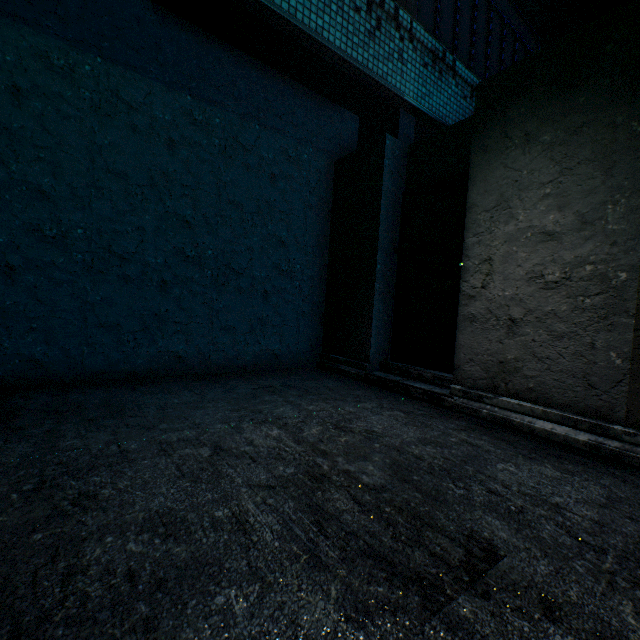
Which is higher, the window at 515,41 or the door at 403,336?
the window at 515,41

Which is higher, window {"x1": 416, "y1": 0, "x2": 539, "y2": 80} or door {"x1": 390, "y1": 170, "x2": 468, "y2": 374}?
window {"x1": 416, "y1": 0, "x2": 539, "y2": 80}

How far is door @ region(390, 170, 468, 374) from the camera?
3.5m

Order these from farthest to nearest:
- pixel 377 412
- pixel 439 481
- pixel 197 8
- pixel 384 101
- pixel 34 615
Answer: pixel 384 101 < pixel 197 8 < pixel 377 412 < pixel 439 481 < pixel 34 615

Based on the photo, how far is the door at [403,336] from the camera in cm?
353
